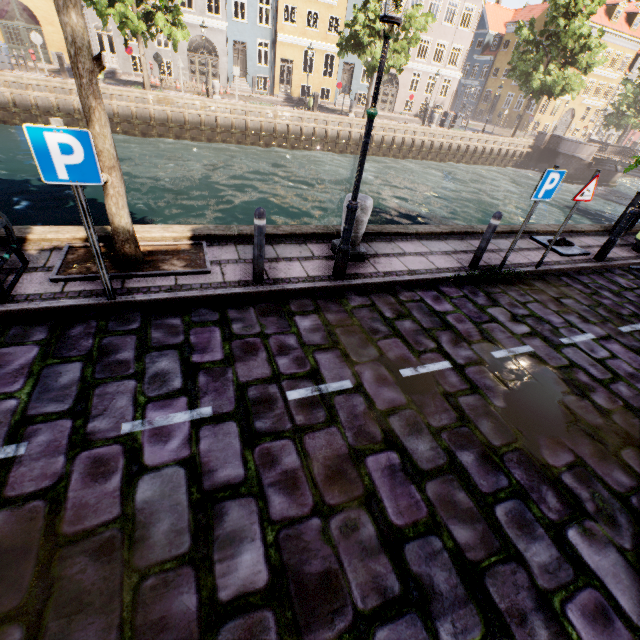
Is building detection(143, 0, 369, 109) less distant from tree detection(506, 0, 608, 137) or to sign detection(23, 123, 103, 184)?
tree detection(506, 0, 608, 137)

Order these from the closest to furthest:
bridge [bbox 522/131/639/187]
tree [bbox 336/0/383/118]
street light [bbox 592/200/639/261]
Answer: street light [bbox 592/200/639/261] → tree [bbox 336/0/383/118] → bridge [bbox 522/131/639/187]

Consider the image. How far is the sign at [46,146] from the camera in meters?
2.9 m

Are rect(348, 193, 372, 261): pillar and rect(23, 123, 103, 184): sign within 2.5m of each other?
no

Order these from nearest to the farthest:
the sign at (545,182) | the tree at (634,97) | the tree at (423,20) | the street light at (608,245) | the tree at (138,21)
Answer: the sign at (545,182), the street light at (608,245), the tree at (138,21), the tree at (423,20), the tree at (634,97)

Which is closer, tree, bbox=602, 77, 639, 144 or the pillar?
the pillar

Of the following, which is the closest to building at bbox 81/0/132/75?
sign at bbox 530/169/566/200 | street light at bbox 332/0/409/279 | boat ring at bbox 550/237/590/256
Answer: → street light at bbox 332/0/409/279

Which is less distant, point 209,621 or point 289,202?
point 209,621
